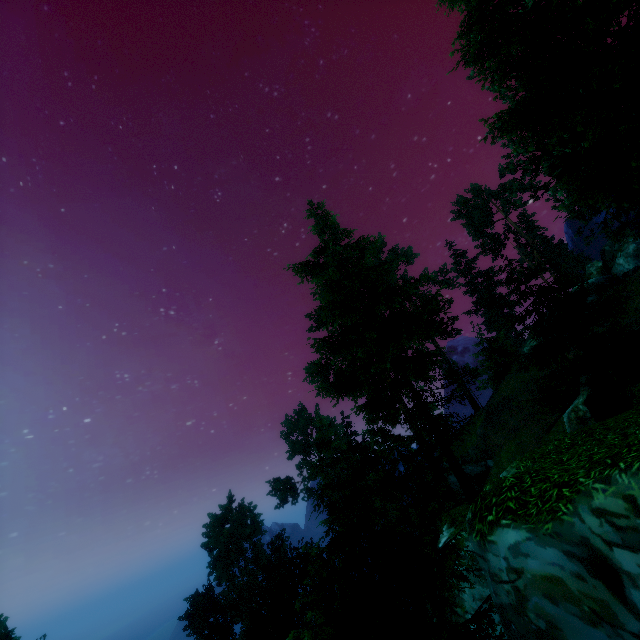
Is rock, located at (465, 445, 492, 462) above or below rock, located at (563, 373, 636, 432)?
below

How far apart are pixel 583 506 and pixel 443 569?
3.75m

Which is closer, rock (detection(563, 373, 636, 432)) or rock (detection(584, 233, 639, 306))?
rock (detection(563, 373, 636, 432))

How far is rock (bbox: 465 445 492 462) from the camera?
36.9m

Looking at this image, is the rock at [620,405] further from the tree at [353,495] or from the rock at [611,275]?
the rock at [611,275]

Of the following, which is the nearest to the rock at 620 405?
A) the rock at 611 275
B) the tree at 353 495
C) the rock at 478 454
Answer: the tree at 353 495

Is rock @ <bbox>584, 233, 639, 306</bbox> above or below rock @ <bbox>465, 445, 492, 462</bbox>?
above

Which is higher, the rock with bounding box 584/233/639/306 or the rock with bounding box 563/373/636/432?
the rock with bounding box 584/233/639/306
